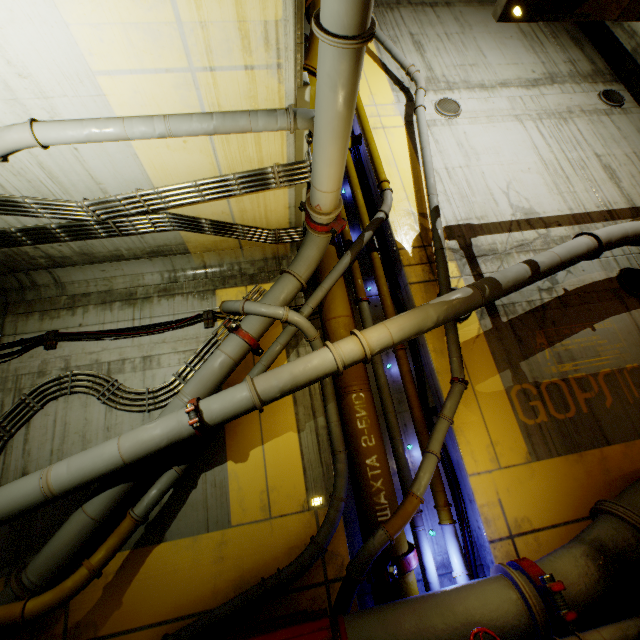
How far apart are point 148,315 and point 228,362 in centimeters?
231cm

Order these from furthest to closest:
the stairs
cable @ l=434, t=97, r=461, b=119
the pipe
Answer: cable @ l=434, t=97, r=461, b=119, the stairs, the pipe

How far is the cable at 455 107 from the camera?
9.5 meters

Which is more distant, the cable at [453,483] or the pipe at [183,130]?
the cable at [453,483]

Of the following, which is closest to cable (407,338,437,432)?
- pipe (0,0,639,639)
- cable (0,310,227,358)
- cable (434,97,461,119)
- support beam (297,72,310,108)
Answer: pipe (0,0,639,639)

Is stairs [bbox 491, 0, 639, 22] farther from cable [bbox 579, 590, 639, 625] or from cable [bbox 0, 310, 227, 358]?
cable [bbox 0, 310, 227, 358]

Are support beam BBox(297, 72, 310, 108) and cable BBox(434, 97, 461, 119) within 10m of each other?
yes

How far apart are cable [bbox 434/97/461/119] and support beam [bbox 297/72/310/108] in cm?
610
